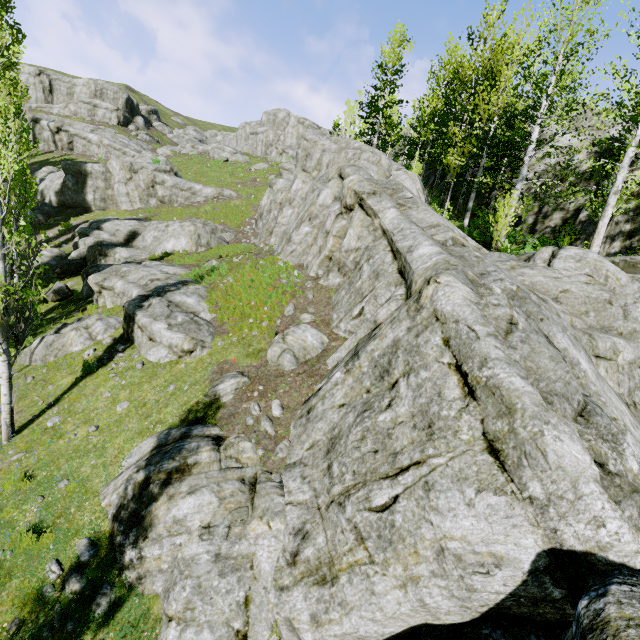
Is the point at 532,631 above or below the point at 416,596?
above

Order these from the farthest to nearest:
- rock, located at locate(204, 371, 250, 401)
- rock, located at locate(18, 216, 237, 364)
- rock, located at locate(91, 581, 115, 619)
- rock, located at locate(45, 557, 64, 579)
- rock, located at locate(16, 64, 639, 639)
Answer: rock, located at locate(18, 216, 237, 364) → rock, located at locate(204, 371, 250, 401) → rock, located at locate(45, 557, 64, 579) → rock, located at locate(91, 581, 115, 619) → rock, located at locate(16, 64, 639, 639)

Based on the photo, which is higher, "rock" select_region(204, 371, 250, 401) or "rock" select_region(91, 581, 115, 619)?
"rock" select_region(204, 371, 250, 401)

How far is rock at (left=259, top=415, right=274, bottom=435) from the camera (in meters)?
7.93

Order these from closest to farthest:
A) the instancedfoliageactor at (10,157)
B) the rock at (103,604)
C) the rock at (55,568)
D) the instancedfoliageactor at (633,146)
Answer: the rock at (103,604), the rock at (55,568), the instancedfoliageactor at (10,157), the instancedfoliageactor at (633,146)

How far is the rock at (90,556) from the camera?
6.5 meters
